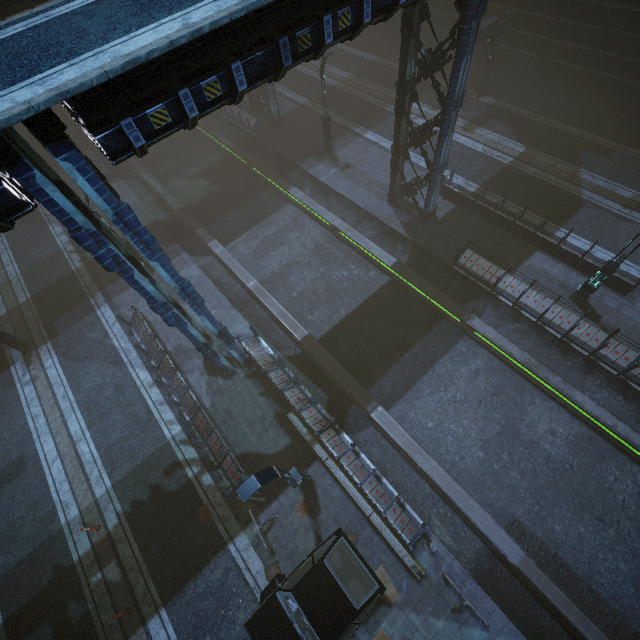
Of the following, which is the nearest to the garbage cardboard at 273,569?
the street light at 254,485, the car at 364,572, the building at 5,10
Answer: the car at 364,572

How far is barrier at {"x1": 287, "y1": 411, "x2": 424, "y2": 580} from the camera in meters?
10.8

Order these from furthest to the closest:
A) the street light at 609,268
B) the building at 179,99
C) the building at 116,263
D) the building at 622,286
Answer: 1. the building at 622,286
2. the street light at 609,268
3. the building at 179,99
4. the building at 116,263

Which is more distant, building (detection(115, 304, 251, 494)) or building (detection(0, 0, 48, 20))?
building (detection(0, 0, 48, 20))

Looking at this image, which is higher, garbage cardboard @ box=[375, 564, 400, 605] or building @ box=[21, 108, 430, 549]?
building @ box=[21, 108, 430, 549]

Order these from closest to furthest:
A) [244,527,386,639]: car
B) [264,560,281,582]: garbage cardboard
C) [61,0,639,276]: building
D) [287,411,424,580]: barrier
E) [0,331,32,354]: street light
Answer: [61,0,639,276]: building < [244,527,386,639]: car < [287,411,424,580]: barrier < [264,560,281,582]: garbage cardboard < [0,331,32,354]: street light

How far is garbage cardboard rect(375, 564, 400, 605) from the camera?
10.8 meters

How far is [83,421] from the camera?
15.3 meters
